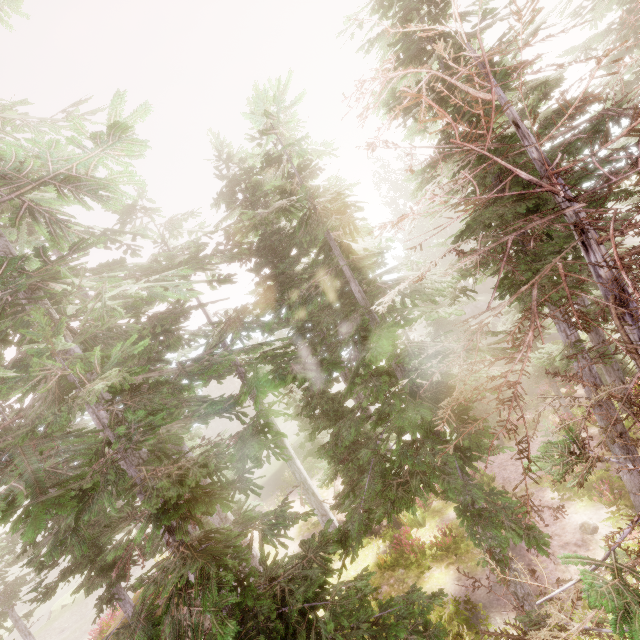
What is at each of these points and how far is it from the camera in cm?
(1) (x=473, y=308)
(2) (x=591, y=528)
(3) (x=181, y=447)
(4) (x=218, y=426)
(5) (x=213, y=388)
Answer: (1) rock, 4175
(2) instancedfoliageactor, 1076
(3) instancedfoliageactor, 1529
(4) rock, 5112
(5) rock, 5278

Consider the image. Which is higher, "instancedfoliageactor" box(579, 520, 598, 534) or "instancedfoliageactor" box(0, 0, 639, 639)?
"instancedfoliageactor" box(0, 0, 639, 639)

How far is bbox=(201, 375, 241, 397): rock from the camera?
52.5m

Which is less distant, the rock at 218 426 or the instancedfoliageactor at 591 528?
the instancedfoliageactor at 591 528

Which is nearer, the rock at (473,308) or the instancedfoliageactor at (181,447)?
the instancedfoliageactor at (181,447)

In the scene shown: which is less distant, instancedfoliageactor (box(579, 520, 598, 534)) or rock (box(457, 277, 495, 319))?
instancedfoliageactor (box(579, 520, 598, 534))

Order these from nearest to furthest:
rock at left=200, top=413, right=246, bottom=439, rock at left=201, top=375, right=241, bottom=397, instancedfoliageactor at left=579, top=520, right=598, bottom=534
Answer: instancedfoliageactor at left=579, top=520, right=598, bottom=534 → rock at left=200, top=413, right=246, bottom=439 → rock at left=201, top=375, right=241, bottom=397
